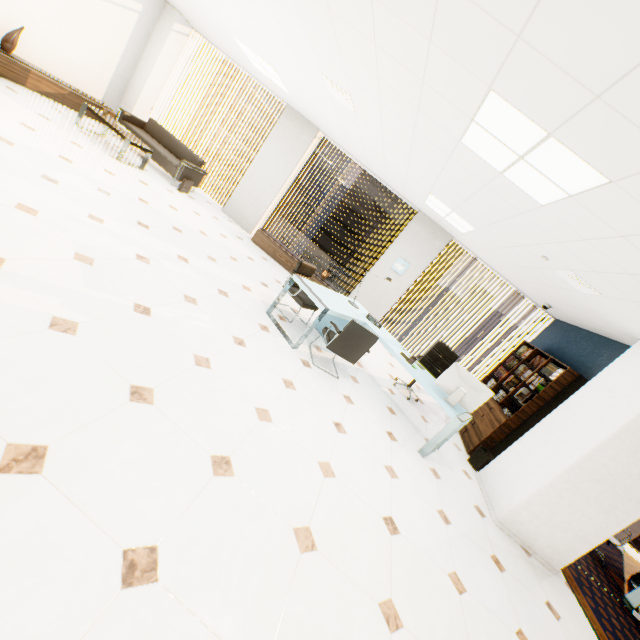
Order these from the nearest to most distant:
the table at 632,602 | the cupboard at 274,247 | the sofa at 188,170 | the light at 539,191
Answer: the light at 539,191
the table at 632,602
the sofa at 188,170
the cupboard at 274,247

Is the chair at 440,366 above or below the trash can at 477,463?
above

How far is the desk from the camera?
4.3 meters

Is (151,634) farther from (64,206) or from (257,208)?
(257,208)

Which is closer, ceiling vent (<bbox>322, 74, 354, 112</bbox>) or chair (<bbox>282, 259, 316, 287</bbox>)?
ceiling vent (<bbox>322, 74, 354, 112</bbox>)

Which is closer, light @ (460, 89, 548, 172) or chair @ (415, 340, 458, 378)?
light @ (460, 89, 548, 172)

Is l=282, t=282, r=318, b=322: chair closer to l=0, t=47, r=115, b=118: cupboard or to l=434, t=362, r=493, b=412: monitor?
l=434, t=362, r=493, b=412: monitor

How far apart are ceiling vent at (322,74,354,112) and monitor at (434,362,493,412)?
3.87m
